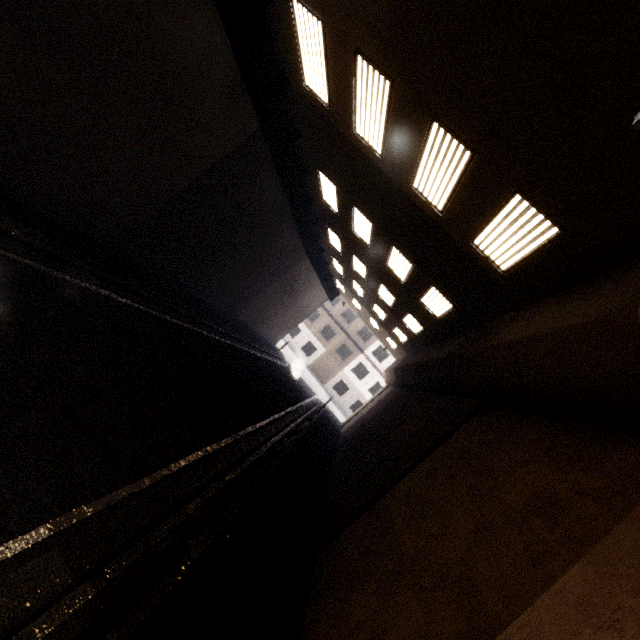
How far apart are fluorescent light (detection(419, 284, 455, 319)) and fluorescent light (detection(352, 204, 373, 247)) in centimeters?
282cm

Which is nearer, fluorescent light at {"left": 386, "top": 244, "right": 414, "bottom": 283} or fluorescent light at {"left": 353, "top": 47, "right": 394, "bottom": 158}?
fluorescent light at {"left": 353, "top": 47, "right": 394, "bottom": 158}

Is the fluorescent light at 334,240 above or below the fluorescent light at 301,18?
below

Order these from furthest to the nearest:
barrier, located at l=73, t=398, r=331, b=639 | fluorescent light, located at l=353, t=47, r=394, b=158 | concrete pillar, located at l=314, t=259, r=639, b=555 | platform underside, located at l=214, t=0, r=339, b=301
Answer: platform underside, located at l=214, t=0, r=339, b=301 → fluorescent light, located at l=353, t=47, r=394, b=158 → concrete pillar, located at l=314, t=259, r=639, b=555 → barrier, located at l=73, t=398, r=331, b=639

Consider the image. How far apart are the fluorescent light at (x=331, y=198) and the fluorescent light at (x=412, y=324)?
5.30m

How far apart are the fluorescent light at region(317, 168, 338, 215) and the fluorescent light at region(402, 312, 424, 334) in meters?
5.3 m

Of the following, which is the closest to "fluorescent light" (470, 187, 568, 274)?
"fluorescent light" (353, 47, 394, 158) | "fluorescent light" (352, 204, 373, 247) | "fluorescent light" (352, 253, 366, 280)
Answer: "fluorescent light" (353, 47, 394, 158)

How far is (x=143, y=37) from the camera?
6.2 meters
